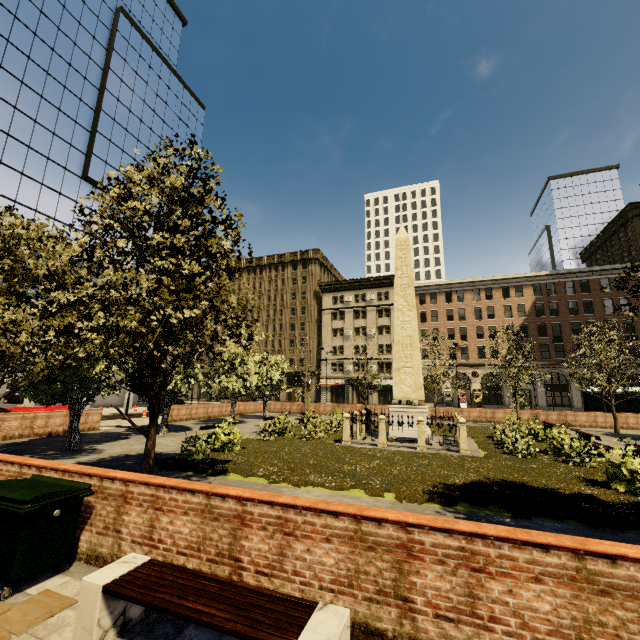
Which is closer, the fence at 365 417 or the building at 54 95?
the fence at 365 417

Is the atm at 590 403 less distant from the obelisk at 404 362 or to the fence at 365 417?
the fence at 365 417

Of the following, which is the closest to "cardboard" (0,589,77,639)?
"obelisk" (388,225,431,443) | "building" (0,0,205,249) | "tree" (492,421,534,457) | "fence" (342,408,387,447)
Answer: "fence" (342,408,387,447)

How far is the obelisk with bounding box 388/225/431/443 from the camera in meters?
16.0 m

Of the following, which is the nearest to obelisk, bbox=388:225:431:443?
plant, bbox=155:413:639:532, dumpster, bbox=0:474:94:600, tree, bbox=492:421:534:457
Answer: plant, bbox=155:413:639:532

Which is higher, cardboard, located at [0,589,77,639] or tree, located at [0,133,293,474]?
tree, located at [0,133,293,474]

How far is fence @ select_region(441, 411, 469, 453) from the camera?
13.3 meters

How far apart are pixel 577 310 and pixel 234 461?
51.6m
